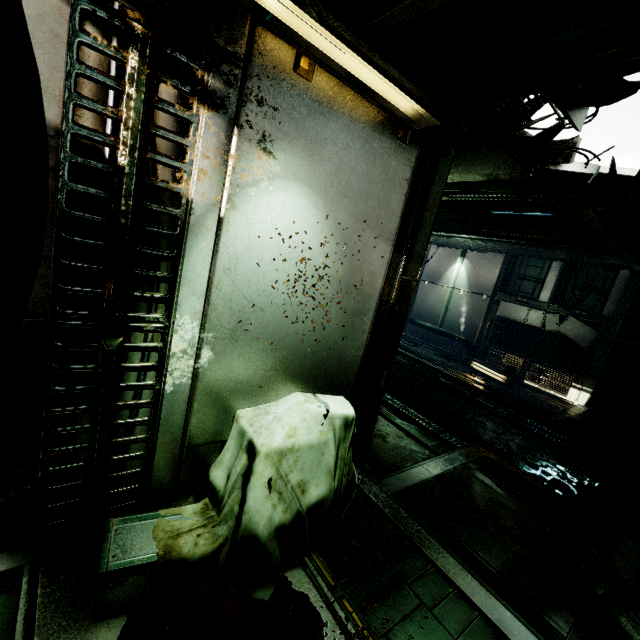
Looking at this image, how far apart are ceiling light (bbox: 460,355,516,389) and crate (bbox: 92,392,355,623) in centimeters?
954cm

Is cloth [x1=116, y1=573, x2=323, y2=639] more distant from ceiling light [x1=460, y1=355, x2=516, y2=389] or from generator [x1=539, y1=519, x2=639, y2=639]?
ceiling light [x1=460, y1=355, x2=516, y2=389]

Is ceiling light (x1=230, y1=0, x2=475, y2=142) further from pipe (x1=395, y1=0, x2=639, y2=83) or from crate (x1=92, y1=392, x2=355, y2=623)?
crate (x1=92, y1=392, x2=355, y2=623)

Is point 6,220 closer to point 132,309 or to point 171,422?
point 132,309

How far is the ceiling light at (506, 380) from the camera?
10.16m

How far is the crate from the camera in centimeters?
161cm

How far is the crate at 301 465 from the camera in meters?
1.6 m

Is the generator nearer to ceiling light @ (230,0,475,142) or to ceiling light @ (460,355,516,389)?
ceiling light @ (230,0,475,142)
